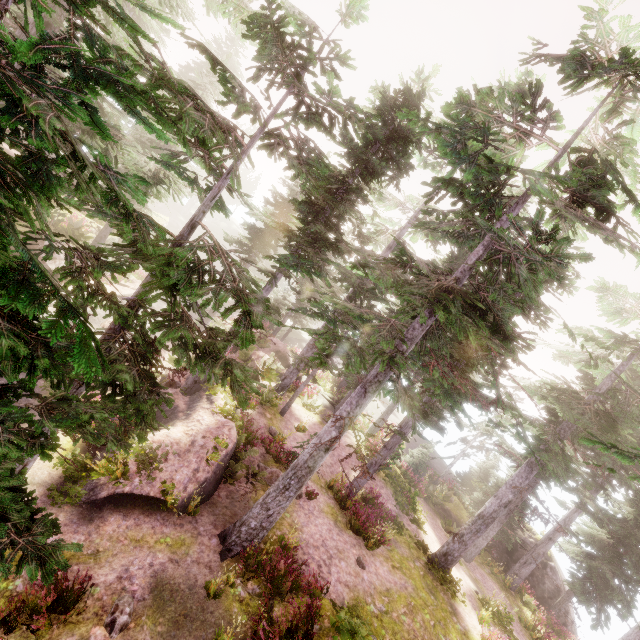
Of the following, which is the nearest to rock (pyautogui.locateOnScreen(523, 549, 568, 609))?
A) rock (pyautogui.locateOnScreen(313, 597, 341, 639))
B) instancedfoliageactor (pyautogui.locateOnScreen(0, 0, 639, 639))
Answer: instancedfoliageactor (pyautogui.locateOnScreen(0, 0, 639, 639))

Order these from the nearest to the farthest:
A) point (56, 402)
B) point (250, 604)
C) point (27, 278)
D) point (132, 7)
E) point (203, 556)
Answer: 1. point (27, 278)
2. point (56, 402)
3. point (250, 604)
4. point (203, 556)
5. point (132, 7)

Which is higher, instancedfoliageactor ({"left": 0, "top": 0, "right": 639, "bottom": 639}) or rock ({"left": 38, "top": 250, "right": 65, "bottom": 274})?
instancedfoliageactor ({"left": 0, "top": 0, "right": 639, "bottom": 639})

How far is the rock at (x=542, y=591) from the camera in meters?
21.9

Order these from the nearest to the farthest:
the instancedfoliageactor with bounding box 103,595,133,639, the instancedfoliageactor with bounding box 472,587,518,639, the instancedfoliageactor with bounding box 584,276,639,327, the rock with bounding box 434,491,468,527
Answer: the instancedfoliageactor with bounding box 103,595,133,639, the instancedfoliageactor with bounding box 472,587,518,639, the instancedfoliageactor with bounding box 584,276,639,327, the rock with bounding box 434,491,468,527

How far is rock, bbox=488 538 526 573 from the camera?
23.2 meters

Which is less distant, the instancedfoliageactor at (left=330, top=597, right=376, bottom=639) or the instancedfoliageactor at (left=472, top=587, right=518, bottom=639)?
the instancedfoliageactor at (left=330, top=597, right=376, bottom=639)

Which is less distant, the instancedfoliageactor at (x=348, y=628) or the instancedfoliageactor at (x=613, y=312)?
the instancedfoliageactor at (x=348, y=628)
